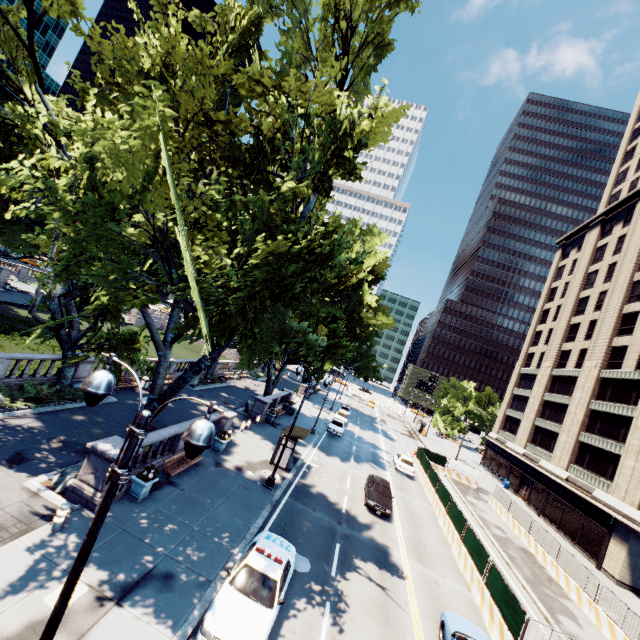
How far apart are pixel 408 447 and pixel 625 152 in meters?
62.2 m

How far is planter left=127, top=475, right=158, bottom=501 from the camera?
13.41m

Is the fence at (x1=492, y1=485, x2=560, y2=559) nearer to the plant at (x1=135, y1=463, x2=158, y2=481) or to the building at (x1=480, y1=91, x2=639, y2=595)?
the building at (x1=480, y1=91, x2=639, y2=595)

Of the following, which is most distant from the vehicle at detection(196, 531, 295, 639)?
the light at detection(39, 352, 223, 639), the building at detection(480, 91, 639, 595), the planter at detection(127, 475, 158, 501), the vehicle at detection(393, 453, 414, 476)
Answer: the building at detection(480, 91, 639, 595)

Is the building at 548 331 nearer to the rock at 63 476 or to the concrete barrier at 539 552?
the concrete barrier at 539 552

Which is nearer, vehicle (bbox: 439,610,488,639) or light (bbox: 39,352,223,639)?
light (bbox: 39,352,223,639)

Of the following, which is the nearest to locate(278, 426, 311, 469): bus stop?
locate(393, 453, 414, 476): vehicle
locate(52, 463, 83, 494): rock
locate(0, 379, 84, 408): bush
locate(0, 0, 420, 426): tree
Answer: locate(0, 0, 420, 426): tree

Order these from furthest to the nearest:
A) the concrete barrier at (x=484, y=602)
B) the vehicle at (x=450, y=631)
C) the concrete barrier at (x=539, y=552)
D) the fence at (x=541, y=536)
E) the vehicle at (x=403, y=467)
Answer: the vehicle at (x=403, y=467) → the fence at (x=541, y=536) → the concrete barrier at (x=539, y=552) → the concrete barrier at (x=484, y=602) → the vehicle at (x=450, y=631)
